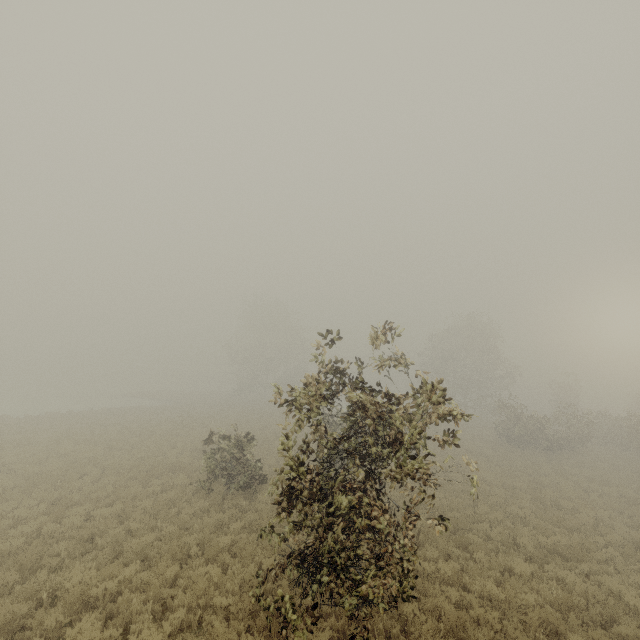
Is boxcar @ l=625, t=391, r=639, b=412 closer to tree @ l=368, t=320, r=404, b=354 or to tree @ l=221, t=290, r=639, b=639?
tree @ l=221, t=290, r=639, b=639

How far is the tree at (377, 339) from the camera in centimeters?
595cm

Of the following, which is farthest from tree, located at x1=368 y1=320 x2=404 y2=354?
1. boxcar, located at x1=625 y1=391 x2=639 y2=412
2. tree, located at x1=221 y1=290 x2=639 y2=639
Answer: boxcar, located at x1=625 y1=391 x2=639 y2=412

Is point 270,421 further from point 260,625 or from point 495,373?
point 495,373

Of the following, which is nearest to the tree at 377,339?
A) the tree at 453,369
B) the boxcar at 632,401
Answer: the tree at 453,369

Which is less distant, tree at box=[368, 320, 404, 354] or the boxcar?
tree at box=[368, 320, 404, 354]

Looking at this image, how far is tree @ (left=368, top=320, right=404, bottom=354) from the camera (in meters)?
5.95
